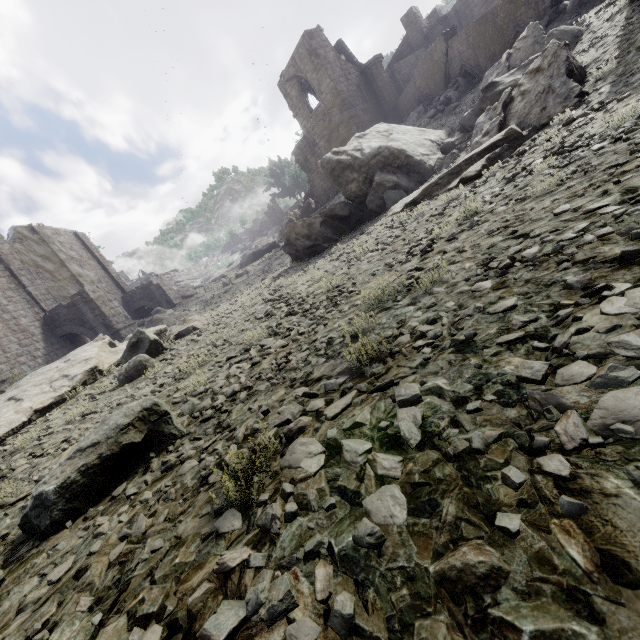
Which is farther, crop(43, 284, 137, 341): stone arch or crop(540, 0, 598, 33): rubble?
crop(43, 284, 137, 341): stone arch

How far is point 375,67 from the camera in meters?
27.1

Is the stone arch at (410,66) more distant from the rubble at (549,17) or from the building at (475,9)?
the rubble at (549,17)

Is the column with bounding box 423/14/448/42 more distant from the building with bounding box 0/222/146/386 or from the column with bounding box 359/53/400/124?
the column with bounding box 359/53/400/124

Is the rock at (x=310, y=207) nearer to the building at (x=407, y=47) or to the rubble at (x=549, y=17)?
the building at (x=407, y=47)

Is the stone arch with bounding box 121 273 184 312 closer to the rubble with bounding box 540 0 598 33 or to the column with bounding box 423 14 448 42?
the rubble with bounding box 540 0 598 33

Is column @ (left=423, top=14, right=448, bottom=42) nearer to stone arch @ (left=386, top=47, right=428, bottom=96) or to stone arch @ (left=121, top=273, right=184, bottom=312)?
stone arch @ (left=386, top=47, right=428, bottom=96)

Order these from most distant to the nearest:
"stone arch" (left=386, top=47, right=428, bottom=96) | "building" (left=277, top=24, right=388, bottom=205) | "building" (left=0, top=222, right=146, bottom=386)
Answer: "stone arch" (left=386, top=47, right=428, bottom=96) → "building" (left=277, top=24, right=388, bottom=205) → "building" (left=0, top=222, right=146, bottom=386)
